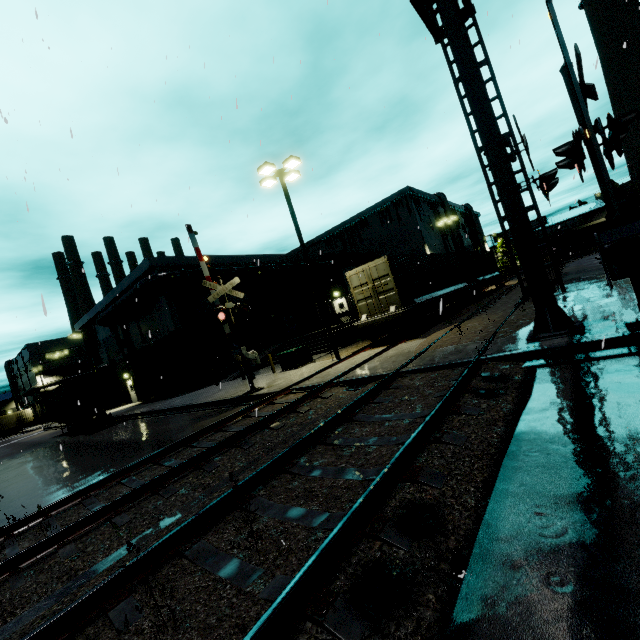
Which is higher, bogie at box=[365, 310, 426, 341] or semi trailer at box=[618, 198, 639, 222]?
semi trailer at box=[618, 198, 639, 222]

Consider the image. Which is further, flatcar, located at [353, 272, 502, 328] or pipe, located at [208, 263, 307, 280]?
pipe, located at [208, 263, 307, 280]

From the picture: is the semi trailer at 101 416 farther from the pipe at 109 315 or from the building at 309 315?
the pipe at 109 315

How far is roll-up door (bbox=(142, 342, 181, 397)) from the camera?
27.7 meters

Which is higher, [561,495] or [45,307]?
[45,307]

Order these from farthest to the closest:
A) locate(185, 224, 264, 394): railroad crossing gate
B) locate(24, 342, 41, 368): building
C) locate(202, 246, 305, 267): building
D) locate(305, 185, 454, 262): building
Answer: locate(24, 342, 41, 368): building
locate(305, 185, 454, 262): building
locate(202, 246, 305, 267): building
locate(185, 224, 264, 394): railroad crossing gate

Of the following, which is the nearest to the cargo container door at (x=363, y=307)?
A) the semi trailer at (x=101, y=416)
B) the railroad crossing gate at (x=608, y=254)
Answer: the railroad crossing gate at (x=608, y=254)

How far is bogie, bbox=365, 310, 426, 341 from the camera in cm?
1545
